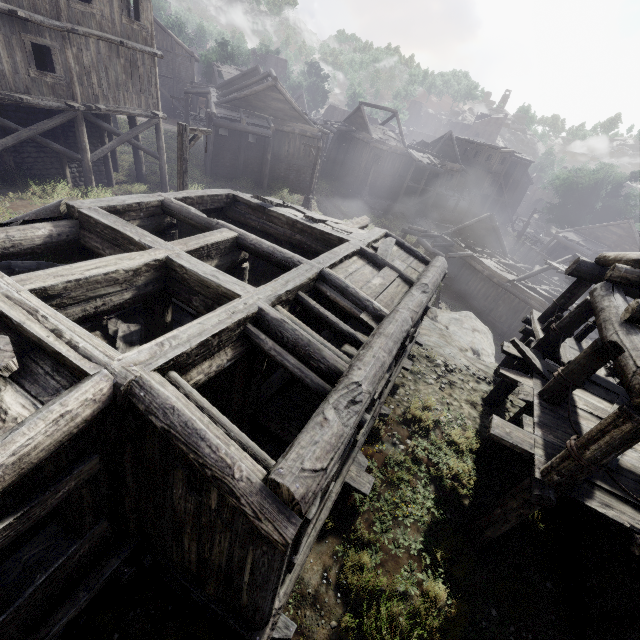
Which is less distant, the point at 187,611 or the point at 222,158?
the point at 187,611

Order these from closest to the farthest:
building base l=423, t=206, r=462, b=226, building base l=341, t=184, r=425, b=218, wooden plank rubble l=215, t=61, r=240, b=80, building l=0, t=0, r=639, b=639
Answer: building l=0, t=0, r=639, b=639 < building base l=341, t=184, r=425, b=218 < building base l=423, t=206, r=462, b=226 < wooden plank rubble l=215, t=61, r=240, b=80

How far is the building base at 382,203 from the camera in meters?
37.4

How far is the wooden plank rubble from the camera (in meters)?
46.44

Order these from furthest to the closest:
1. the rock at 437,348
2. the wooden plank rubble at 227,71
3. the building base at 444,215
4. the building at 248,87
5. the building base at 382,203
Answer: the wooden plank rubble at 227,71 → the building base at 444,215 → the building base at 382,203 → the rock at 437,348 → the building at 248,87

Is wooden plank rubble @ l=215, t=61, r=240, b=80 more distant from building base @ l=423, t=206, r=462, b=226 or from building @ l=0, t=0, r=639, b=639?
Answer: building @ l=0, t=0, r=639, b=639
